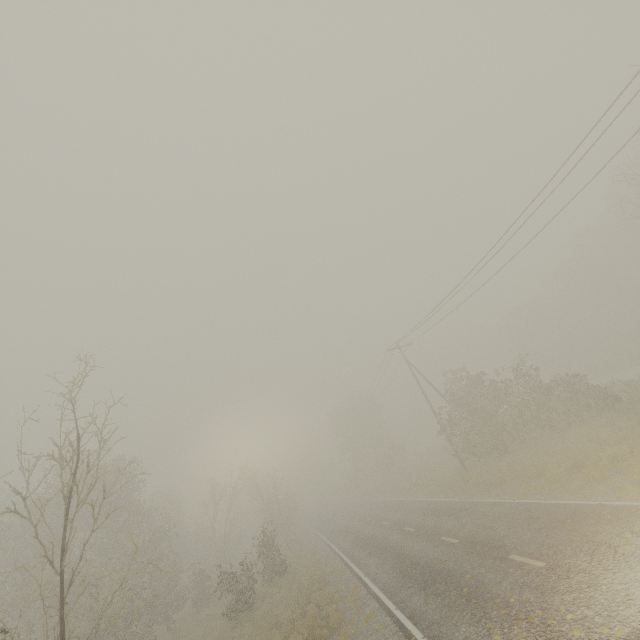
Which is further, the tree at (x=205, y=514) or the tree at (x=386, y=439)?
the tree at (x=386, y=439)

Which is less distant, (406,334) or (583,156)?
(583,156)

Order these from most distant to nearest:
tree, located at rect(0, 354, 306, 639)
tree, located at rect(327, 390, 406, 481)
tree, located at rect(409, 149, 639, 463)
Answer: tree, located at rect(327, 390, 406, 481) → tree, located at rect(409, 149, 639, 463) → tree, located at rect(0, 354, 306, 639)

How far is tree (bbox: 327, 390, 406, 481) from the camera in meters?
49.7

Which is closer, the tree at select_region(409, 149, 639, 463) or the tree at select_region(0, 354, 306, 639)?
the tree at select_region(0, 354, 306, 639)
